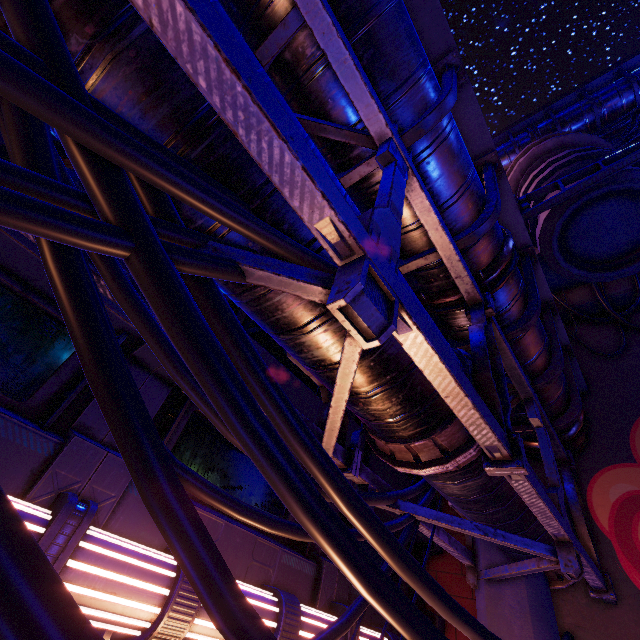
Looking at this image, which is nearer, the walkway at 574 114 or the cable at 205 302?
the cable at 205 302

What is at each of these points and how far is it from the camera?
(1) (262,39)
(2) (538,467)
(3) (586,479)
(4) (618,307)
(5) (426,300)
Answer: (1) walkway, 3.4 meters
(2) wall arch, 7.9 meters
(3) wall arch, 7.2 meters
(4) wall arch, 9.2 meters
(5) walkway, 5.2 meters

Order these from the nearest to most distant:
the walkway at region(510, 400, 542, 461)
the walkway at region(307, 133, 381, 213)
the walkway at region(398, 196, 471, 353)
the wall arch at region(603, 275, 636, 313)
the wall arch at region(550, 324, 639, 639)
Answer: the walkway at region(307, 133, 381, 213) → the walkway at region(398, 196, 471, 353) → the wall arch at region(550, 324, 639, 639) → the walkway at region(510, 400, 542, 461) → the wall arch at region(603, 275, 636, 313)

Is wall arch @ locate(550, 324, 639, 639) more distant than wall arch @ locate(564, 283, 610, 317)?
No

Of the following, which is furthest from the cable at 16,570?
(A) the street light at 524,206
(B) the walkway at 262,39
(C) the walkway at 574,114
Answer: (C) the walkway at 574,114

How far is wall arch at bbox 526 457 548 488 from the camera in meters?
7.7

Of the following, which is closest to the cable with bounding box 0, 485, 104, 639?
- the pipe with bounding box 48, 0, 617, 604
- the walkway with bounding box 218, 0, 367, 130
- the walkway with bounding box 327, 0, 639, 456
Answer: the pipe with bounding box 48, 0, 617, 604

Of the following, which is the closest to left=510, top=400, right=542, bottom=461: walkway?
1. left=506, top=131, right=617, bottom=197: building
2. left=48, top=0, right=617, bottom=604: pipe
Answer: left=48, top=0, right=617, bottom=604: pipe
